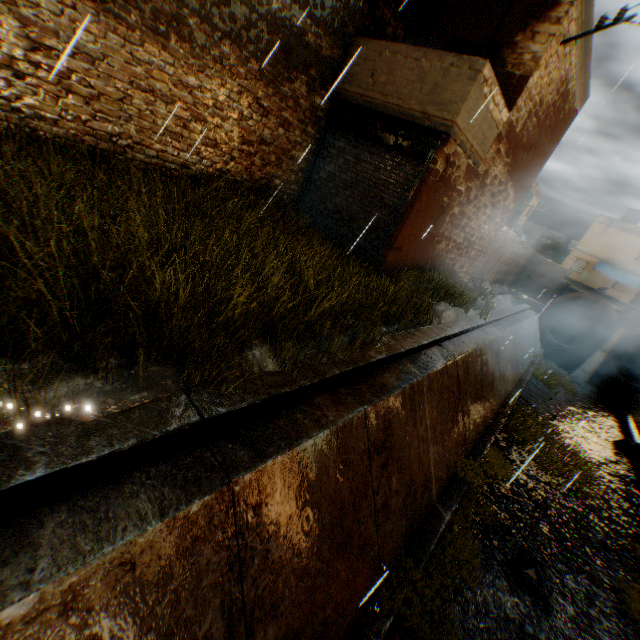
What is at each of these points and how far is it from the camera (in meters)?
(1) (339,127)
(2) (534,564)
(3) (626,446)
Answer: (1) rolling overhead door, 8.49
(2) trash bag, 6.11
(3) trash bag, 13.17

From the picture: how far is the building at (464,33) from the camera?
8.4m

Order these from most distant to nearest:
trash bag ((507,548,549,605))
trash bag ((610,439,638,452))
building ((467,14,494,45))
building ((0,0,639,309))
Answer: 1. trash bag ((610,439,638,452))
2. building ((467,14,494,45))
3. trash bag ((507,548,549,605))
4. building ((0,0,639,309))

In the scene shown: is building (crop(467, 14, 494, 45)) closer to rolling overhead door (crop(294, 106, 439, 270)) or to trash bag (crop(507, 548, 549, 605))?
rolling overhead door (crop(294, 106, 439, 270))

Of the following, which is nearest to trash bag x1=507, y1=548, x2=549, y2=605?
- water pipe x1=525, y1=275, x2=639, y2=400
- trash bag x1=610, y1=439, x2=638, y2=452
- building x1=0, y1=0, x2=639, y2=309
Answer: building x1=0, y1=0, x2=639, y2=309

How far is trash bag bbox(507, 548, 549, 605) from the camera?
5.8 meters

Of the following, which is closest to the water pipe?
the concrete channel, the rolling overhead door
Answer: the concrete channel

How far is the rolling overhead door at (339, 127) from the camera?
7.5 meters
